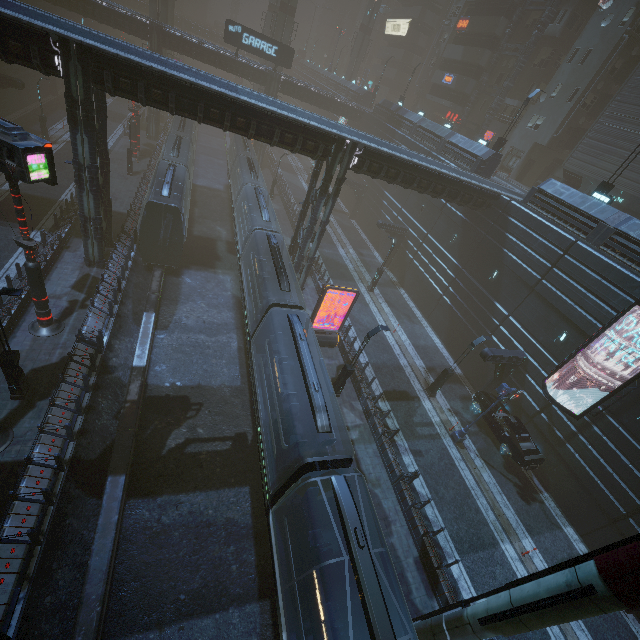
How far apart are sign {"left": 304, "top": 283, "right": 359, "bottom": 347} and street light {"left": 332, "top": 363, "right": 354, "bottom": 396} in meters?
3.5

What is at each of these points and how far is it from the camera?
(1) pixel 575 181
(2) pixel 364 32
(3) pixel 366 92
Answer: (1) building, 30.3 meters
(2) sm, 55.6 meters
(3) building, 48.0 meters

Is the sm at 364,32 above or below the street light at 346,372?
above

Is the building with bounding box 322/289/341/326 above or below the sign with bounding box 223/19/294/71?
below

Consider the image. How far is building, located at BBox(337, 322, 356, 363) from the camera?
21.63m

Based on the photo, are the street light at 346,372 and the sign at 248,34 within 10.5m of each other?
no

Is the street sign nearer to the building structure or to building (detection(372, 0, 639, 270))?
building (detection(372, 0, 639, 270))

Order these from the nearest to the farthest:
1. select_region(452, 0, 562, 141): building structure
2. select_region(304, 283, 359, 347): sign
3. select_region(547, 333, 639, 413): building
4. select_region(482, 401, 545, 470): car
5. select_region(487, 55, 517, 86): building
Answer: select_region(547, 333, 639, 413): building < select_region(482, 401, 545, 470): car < select_region(304, 283, 359, 347): sign < select_region(452, 0, 562, 141): building structure < select_region(487, 55, 517, 86): building
